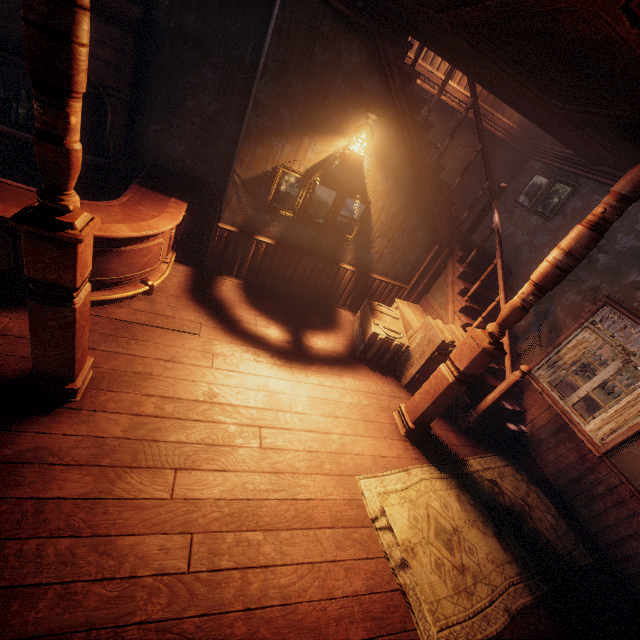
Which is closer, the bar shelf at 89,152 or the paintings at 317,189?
the bar shelf at 89,152

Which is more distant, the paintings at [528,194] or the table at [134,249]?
the paintings at [528,194]

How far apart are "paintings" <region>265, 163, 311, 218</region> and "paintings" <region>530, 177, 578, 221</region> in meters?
3.4

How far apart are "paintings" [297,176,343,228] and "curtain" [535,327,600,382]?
3.75m

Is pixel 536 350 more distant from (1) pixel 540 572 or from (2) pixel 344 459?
(2) pixel 344 459

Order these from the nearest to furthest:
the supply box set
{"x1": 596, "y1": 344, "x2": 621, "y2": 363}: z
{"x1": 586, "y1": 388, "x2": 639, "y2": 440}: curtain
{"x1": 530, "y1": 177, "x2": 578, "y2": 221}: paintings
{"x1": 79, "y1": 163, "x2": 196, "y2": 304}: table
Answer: {"x1": 79, "y1": 163, "x2": 196, "y2": 304}: table < {"x1": 586, "y1": 388, "x2": 639, "y2": 440}: curtain < the supply box set < {"x1": 530, "y1": 177, "x2": 578, "y2": 221}: paintings < {"x1": 596, "y1": 344, "x2": 621, "y2": 363}: z

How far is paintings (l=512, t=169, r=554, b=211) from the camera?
6.0m
